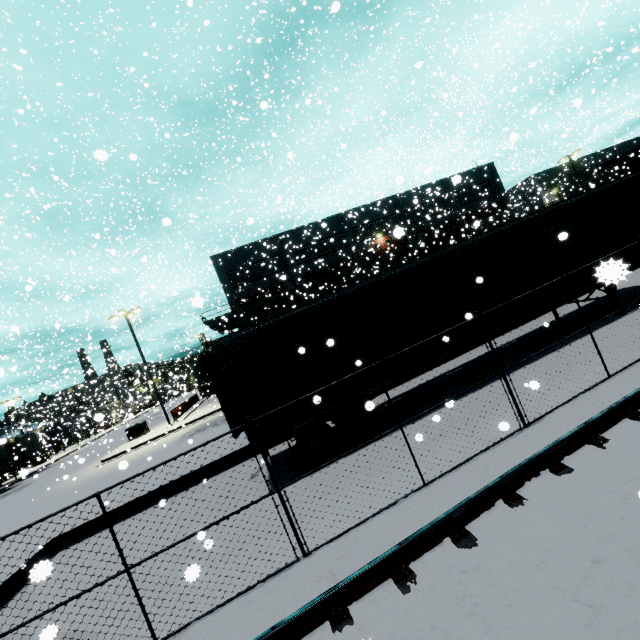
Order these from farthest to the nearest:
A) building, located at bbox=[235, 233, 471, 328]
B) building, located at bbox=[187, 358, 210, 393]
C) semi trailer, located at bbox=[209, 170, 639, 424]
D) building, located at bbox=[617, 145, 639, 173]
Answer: building, located at bbox=[617, 145, 639, 173] → building, located at bbox=[187, 358, 210, 393] → building, located at bbox=[235, 233, 471, 328] → semi trailer, located at bbox=[209, 170, 639, 424]

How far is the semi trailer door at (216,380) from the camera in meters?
9.2

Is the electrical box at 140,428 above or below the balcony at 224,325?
below

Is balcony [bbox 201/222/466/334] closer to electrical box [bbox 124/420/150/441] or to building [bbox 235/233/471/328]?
building [bbox 235/233/471/328]

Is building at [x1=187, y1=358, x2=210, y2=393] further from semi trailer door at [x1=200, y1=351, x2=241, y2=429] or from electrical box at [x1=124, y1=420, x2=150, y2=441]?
semi trailer door at [x1=200, y1=351, x2=241, y2=429]

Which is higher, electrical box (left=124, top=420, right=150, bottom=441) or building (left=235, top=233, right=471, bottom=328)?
building (left=235, top=233, right=471, bottom=328)

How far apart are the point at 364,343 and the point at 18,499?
29.0 meters

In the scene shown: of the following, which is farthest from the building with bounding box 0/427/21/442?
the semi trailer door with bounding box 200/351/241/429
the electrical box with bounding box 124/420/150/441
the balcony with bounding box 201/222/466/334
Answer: the semi trailer door with bounding box 200/351/241/429
